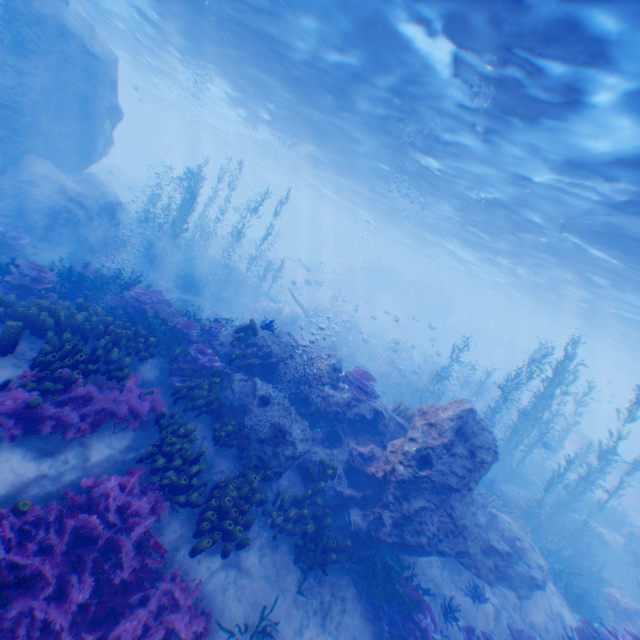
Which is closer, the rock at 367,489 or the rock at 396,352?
the rock at 367,489

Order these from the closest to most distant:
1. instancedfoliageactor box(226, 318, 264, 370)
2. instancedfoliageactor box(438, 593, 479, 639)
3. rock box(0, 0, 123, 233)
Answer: instancedfoliageactor box(438, 593, 479, 639), instancedfoliageactor box(226, 318, 264, 370), rock box(0, 0, 123, 233)

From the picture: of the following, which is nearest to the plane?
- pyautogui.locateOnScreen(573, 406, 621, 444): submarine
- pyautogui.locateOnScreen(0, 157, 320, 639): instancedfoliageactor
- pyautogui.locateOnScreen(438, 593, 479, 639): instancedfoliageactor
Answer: pyautogui.locateOnScreen(0, 157, 320, 639): instancedfoliageactor

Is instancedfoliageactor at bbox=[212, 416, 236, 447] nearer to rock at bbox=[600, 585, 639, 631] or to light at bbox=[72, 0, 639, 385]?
rock at bbox=[600, 585, 639, 631]

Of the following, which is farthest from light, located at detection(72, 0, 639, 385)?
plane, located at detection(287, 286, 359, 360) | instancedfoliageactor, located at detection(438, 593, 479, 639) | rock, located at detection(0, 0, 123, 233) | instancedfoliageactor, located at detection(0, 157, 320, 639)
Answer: instancedfoliageactor, located at detection(438, 593, 479, 639)

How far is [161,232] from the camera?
24.5 meters

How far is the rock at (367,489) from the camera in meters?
7.6 m

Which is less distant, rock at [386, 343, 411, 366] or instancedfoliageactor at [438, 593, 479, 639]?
instancedfoliageactor at [438, 593, 479, 639]
